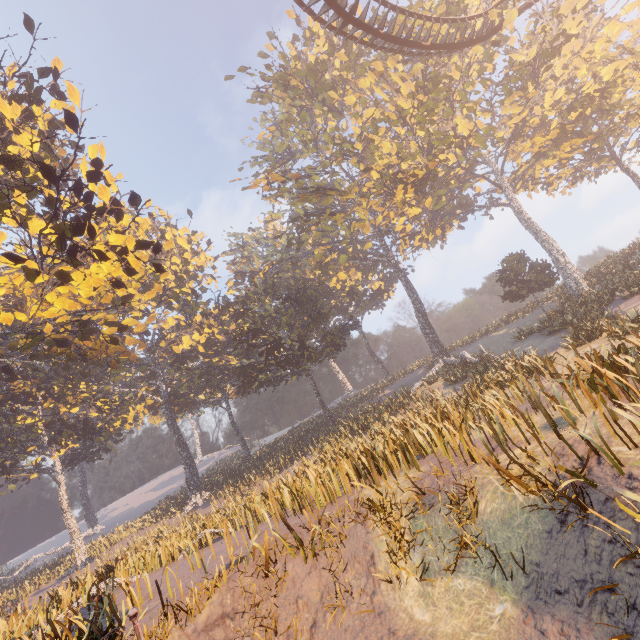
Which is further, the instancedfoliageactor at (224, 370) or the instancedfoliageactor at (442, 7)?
the instancedfoliageactor at (442, 7)

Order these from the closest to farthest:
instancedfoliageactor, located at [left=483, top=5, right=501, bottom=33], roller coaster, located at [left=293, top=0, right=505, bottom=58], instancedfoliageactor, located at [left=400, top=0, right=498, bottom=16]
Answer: roller coaster, located at [left=293, top=0, right=505, bottom=58], instancedfoliageactor, located at [left=483, top=5, right=501, bottom=33], instancedfoliageactor, located at [left=400, top=0, right=498, bottom=16]

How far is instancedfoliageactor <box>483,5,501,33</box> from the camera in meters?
21.2

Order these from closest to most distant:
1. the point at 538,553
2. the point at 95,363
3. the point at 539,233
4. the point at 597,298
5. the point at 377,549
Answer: the point at 538,553 → the point at 377,549 → the point at 597,298 → the point at 539,233 → the point at 95,363

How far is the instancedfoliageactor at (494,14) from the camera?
21.20m

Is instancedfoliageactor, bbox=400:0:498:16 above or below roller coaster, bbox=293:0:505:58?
above

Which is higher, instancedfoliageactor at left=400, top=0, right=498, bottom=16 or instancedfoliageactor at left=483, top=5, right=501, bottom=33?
instancedfoliageactor at left=400, top=0, right=498, bottom=16
